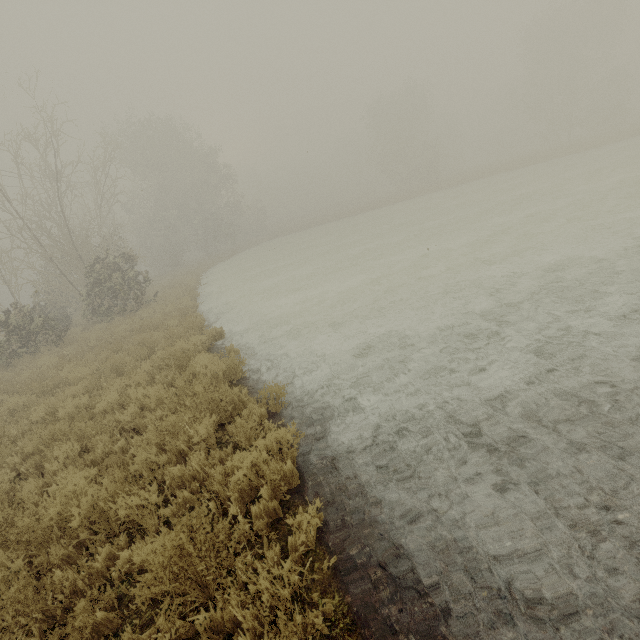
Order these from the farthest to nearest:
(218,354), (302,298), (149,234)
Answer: (149,234) → (302,298) → (218,354)
